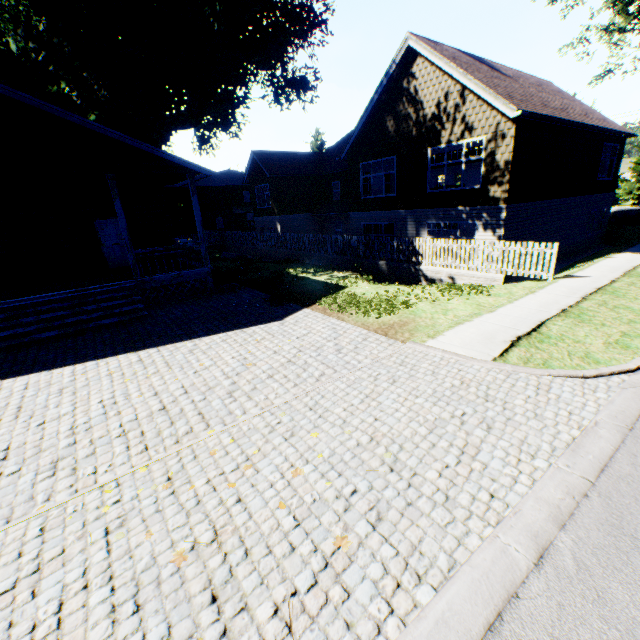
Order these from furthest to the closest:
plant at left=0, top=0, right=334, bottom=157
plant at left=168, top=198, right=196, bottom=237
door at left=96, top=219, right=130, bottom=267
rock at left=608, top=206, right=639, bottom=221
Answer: plant at left=168, top=198, right=196, bottom=237, rock at left=608, top=206, right=639, bottom=221, plant at left=0, top=0, right=334, bottom=157, door at left=96, top=219, right=130, bottom=267

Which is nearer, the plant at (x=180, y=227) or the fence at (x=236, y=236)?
the fence at (x=236, y=236)

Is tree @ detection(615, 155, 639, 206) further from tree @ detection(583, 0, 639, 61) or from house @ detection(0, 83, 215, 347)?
house @ detection(0, 83, 215, 347)

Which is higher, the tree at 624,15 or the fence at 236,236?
the tree at 624,15

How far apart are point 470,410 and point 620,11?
37.2m

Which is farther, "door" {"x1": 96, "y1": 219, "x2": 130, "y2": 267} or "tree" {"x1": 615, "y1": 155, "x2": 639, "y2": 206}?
"tree" {"x1": 615, "y1": 155, "x2": 639, "y2": 206}

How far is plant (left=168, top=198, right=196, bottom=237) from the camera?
40.9 meters

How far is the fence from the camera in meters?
11.4 m
